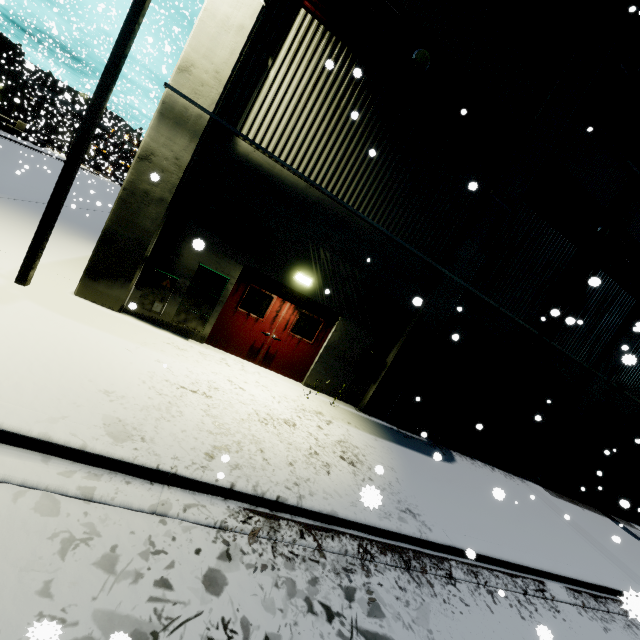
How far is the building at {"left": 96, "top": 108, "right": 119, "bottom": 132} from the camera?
22.9 meters

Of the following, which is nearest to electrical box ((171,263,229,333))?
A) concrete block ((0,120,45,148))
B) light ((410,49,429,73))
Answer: light ((410,49,429,73))

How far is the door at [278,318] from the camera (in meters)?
8.38

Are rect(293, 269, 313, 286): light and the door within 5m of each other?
yes

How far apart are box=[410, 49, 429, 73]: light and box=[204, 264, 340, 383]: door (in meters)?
6.03

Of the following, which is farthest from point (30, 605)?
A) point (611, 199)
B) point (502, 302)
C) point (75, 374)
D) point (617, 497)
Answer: point (617, 497)

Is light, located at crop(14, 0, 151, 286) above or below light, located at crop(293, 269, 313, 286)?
below

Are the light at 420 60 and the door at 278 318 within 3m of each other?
no
